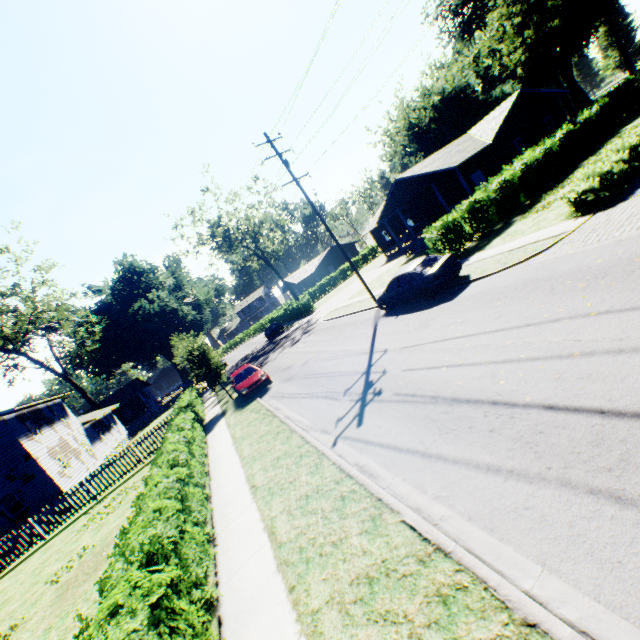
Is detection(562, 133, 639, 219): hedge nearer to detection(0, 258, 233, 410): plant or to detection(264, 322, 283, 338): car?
detection(0, 258, 233, 410): plant

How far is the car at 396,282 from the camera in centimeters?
1342cm

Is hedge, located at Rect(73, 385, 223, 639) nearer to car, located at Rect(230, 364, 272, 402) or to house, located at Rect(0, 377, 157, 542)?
car, located at Rect(230, 364, 272, 402)

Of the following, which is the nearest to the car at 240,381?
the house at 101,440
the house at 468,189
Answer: the house at 101,440

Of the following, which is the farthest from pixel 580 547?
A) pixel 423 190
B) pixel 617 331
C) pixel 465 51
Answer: pixel 465 51

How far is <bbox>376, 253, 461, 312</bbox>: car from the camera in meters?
13.4

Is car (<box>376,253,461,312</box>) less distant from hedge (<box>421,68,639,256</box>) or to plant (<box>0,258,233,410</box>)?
hedge (<box>421,68,639,256</box>)

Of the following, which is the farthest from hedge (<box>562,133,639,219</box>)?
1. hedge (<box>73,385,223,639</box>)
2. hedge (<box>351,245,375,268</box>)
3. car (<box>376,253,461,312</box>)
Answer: hedge (<box>351,245,375,268</box>)
